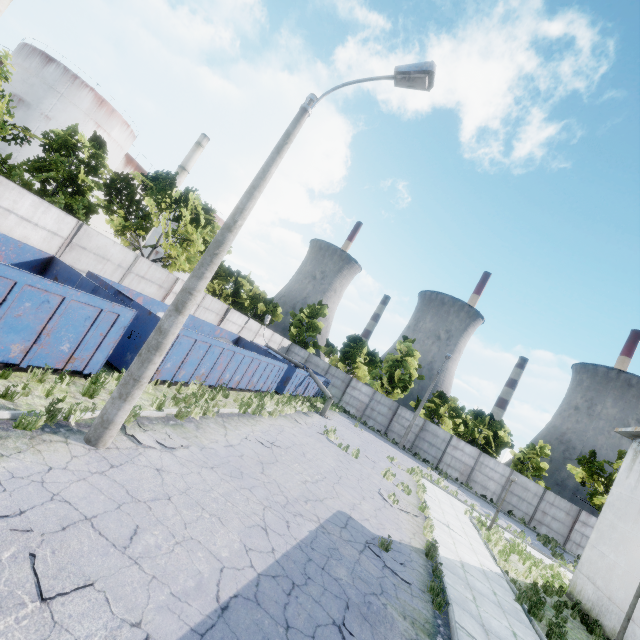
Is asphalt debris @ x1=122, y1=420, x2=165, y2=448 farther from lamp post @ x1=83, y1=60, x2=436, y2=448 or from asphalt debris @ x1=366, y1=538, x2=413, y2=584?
asphalt debris @ x1=366, y1=538, x2=413, y2=584

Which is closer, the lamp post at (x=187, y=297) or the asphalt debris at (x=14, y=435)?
the asphalt debris at (x=14, y=435)

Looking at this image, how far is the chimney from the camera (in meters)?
50.34

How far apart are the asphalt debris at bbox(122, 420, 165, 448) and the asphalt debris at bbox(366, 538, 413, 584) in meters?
5.5

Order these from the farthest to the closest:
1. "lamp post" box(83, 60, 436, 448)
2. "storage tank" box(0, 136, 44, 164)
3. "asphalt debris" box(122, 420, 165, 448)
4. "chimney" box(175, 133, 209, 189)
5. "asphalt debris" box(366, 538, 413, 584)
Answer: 1. "chimney" box(175, 133, 209, 189)
2. "storage tank" box(0, 136, 44, 164)
3. "asphalt debris" box(366, 538, 413, 584)
4. "asphalt debris" box(122, 420, 165, 448)
5. "lamp post" box(83, 60, 436, 448)

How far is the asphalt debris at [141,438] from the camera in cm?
742

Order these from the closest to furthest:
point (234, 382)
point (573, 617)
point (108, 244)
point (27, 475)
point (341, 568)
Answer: point (27, 475) → point (341, 568) → point (573, 617) → point (108, 244) → point (234, 382)

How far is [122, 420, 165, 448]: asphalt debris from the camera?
7.4 meters
